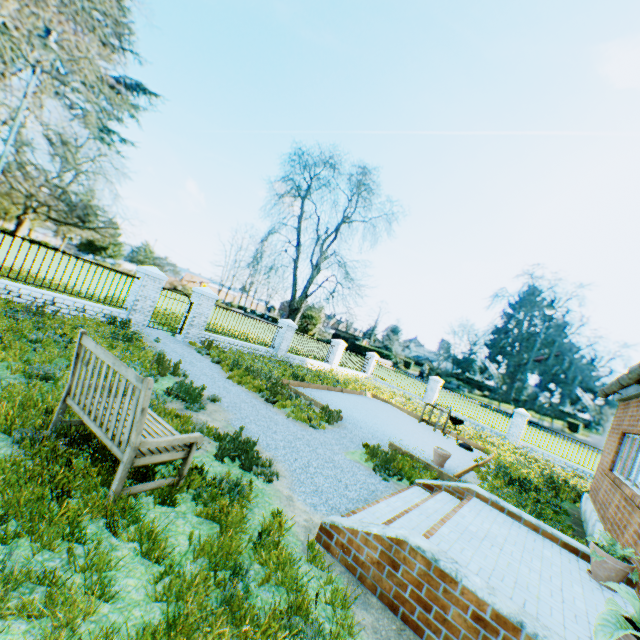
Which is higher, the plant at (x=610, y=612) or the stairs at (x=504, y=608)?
the plant at (x=610, y=612)

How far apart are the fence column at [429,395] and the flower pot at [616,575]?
19.0 meters

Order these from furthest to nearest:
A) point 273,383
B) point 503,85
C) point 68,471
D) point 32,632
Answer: point 503,85 < point 273,383 < point 68,471 < point 32,632

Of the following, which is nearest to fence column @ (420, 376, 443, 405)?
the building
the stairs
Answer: the building

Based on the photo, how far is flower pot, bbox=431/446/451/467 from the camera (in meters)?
8.70

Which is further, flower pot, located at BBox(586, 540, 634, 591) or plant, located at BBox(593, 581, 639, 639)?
flower pot, located at BBox(586, 540, 634, 591)

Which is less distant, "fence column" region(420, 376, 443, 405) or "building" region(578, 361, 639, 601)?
"building" region(578, 361, 639, 601)

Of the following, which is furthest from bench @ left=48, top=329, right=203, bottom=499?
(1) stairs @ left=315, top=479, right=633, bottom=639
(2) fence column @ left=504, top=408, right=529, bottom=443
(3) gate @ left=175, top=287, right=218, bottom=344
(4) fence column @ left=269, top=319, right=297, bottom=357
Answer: (2) fence column @ left=504, top=408, right=529, bottom=443
